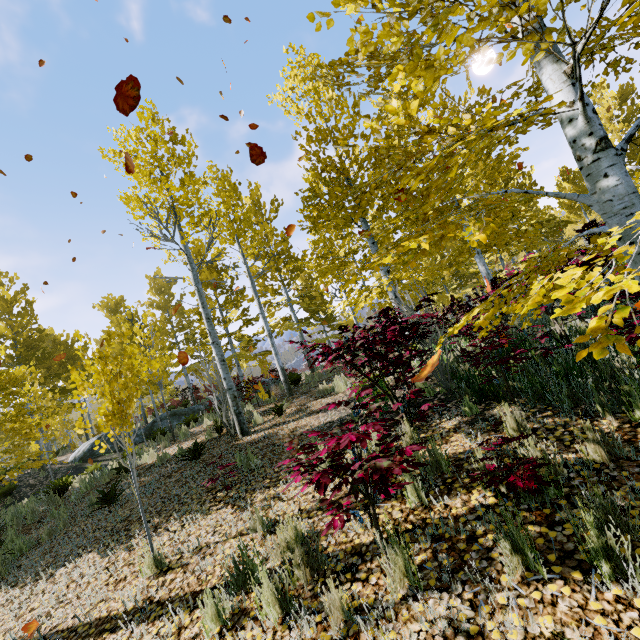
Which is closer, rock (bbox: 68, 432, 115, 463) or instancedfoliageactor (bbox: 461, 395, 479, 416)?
instancedfoliageactor (bbox: 461, 395, 479, 416)

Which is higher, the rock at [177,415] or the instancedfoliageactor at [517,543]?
the rock at [177,415]

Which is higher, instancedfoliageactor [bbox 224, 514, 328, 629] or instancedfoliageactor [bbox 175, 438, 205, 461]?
instancedfoliageactor [bbox 175, 438, 205, 461]

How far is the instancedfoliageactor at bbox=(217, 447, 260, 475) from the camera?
5.1m

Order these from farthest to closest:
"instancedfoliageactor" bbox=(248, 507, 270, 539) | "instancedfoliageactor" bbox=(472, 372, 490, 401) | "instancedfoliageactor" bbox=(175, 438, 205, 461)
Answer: "instancedfoliageactor" bbox=(175, 438, 205, 461)
"instancedfoliageactor" bbox=(472, 372, 490, 401)
"instancedfoliageactor" bbox=(248, 507, 270, 539)

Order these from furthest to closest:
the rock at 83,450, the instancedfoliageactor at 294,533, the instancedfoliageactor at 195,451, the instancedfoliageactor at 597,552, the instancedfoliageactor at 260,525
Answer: the rock at 83,450 → the instancedfoliageactor at 195,451 → the instancedfoliageactor at 260,525 → the instancedfoliageactor at 294,533 → the instancedfoliageactor at 597,552

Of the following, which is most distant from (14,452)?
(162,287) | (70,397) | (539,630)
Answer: (539,630)
